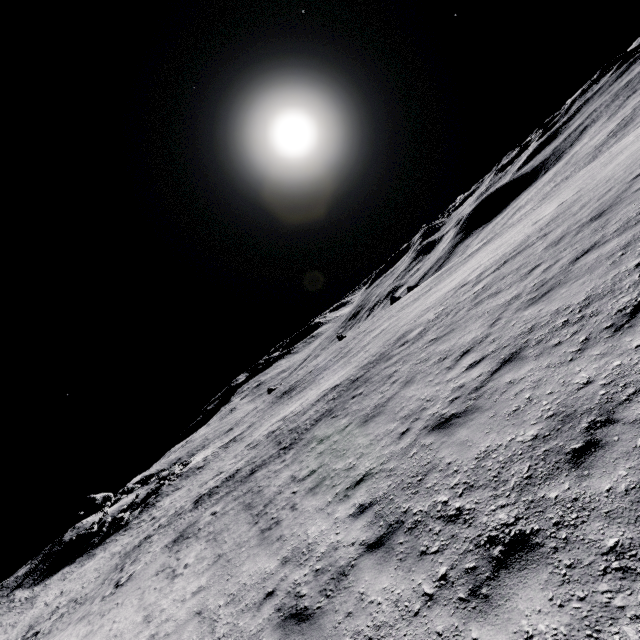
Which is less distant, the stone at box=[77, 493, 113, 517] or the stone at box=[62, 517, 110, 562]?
the stone at box=[62, 517, 110, 562]

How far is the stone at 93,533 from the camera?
32.75m

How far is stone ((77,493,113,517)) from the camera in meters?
43.9 m

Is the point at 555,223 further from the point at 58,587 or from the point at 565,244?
the point at 58,587

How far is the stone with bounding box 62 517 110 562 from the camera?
32.75m

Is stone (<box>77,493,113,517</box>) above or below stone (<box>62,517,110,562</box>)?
above

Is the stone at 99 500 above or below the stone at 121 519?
above
